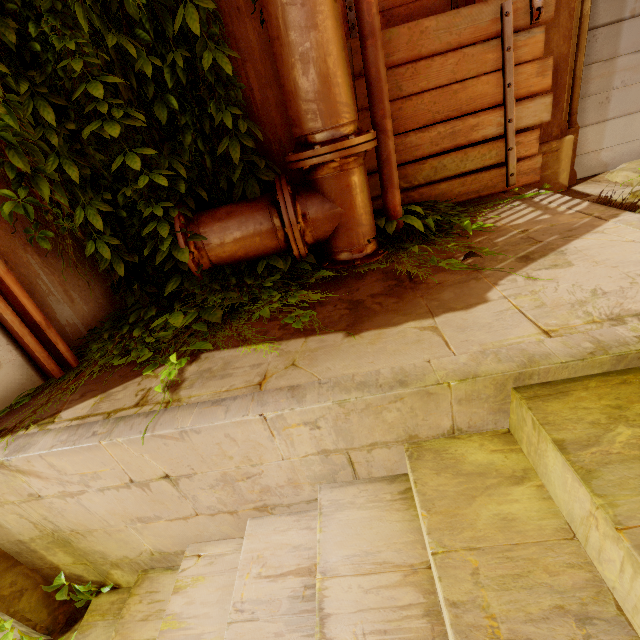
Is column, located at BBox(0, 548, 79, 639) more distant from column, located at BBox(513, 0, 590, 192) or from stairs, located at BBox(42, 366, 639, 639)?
column, located at BBox(513, 0, 590, 192)

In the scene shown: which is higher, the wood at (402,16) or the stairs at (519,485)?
the wood at (402,16)

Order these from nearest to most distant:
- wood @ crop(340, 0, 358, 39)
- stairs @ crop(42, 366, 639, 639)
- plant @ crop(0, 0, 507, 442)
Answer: stairs @ crop(42, 366, 639, 639) < plant @ crop(0, 0, 507, 442) < wood @ crop(340, 0, 358, 39)

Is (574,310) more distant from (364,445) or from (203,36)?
(203,36)

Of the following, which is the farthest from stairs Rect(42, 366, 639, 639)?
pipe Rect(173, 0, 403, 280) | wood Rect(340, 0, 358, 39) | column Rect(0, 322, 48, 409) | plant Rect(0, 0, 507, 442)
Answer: wood Rect(340, 0, 358, 39)

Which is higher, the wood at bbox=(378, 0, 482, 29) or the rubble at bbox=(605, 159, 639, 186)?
the wood at bbox=(378, 0, 482, 29)

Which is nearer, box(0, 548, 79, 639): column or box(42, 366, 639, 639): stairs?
box(42, 366, 639, 639): stairs

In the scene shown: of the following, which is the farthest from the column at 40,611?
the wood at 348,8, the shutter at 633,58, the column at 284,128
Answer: the shutter at 633,58
